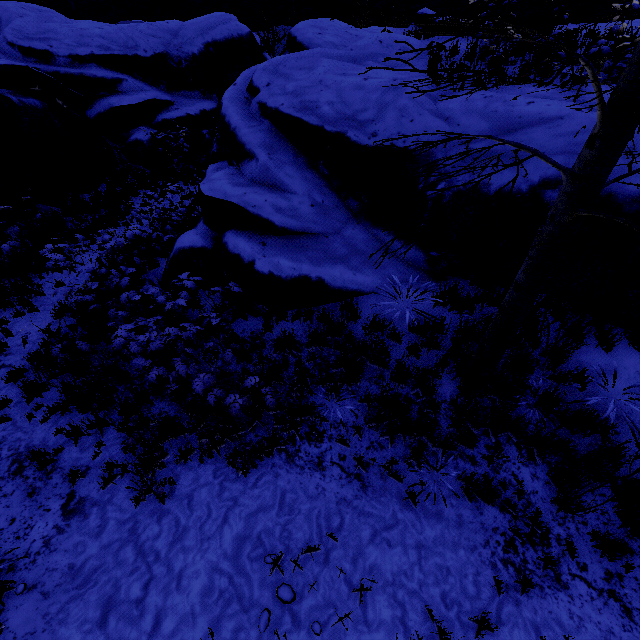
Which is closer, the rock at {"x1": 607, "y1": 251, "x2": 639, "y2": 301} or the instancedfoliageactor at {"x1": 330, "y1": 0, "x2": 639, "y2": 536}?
the instancedfoliageactor at {"x1": 330, "y1": 0, "x2": 639, "y2": 536}

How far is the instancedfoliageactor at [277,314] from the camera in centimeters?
568cm

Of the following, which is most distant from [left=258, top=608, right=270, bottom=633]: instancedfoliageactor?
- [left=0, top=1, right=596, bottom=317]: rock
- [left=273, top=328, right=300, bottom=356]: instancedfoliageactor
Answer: [left=273, top=328, right=300, bottom=356]: instancedfoliageactor

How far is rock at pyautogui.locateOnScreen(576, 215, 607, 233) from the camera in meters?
4.7 m

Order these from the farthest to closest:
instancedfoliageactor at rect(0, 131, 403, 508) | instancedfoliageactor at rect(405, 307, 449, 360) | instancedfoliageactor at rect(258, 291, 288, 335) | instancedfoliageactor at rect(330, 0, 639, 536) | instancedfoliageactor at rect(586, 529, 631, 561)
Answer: instancedfoliageactor at rect(258, 291, 288, 335) → instancedfoliageactor at rect(405, 307, 449, 360) → instancedfoliageactor at rect(0, 131, 403, 508) → instancedfoliageactor at rect(586, 529, 631, 561) → instancedfoliageactor at rect(330, 0, 639, 536)

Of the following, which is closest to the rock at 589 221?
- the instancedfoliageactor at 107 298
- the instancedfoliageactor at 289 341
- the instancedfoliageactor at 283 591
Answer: the instancedfoliageactor at 107 298

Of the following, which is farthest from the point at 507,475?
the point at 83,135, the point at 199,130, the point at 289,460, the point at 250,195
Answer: the point at 199,130

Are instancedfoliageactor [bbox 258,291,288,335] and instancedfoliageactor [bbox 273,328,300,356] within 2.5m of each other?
yes
